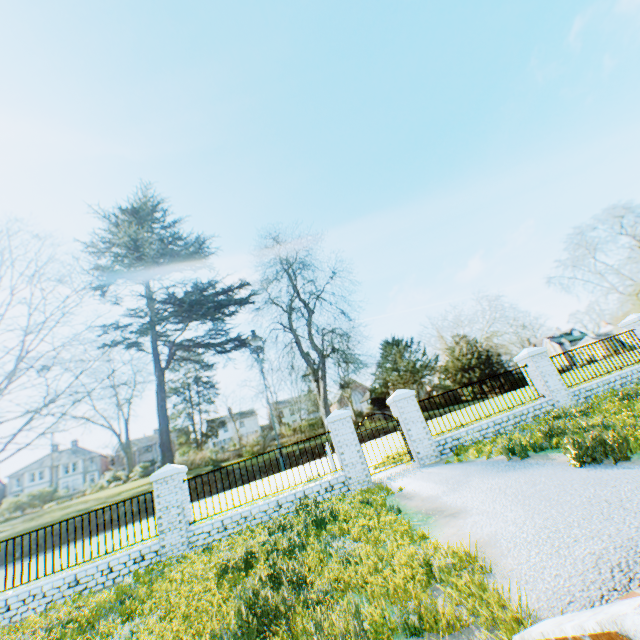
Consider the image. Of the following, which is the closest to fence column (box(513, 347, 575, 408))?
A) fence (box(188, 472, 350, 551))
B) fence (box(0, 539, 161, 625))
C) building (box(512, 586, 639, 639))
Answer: fence (box(188, 472, 350, 551))

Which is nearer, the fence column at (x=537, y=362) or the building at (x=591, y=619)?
the building at (x=591, y=619)

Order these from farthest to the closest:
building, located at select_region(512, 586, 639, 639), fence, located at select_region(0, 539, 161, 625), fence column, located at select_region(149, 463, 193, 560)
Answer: fence column, located at select_region(149, 463, 193, 560), fence, located at select_region(0, 539, 161, 625), building, located at select_region(512, 586, 639, 639)

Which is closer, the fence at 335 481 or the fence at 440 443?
the fence at 335 481

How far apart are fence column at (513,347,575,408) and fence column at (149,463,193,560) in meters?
12.7 m

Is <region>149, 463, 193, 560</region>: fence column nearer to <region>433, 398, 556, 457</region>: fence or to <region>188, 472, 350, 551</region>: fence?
<region>188, 472, 350, 551</region>: fence

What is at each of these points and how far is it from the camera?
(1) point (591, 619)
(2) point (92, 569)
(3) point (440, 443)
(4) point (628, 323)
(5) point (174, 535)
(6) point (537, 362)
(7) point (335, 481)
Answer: (1) building, 1.3m
(2) fence, 8.8m
(3) fence, 10.7m
(4) fence column, 13.4m
(5) fence column, 9.1m
(6) fence column, 12.0m
(7) fence, 10.0m

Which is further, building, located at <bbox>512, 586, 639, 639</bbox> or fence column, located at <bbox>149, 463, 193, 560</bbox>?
fence column, located at <bbox>149, 463, 193, 560</bbox>
